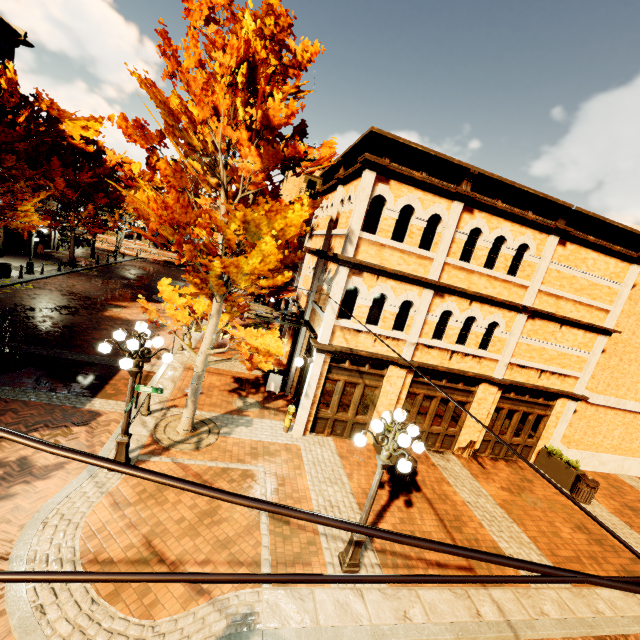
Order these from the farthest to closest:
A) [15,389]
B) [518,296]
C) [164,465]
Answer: [518,296]
[15,389]
[164,465]

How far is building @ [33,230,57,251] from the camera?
26.83m

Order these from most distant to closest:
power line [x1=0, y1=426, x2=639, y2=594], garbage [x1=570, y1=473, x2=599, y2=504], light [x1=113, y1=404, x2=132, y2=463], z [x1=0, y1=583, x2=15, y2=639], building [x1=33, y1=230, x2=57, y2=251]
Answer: building [x1=33, y1=230, x2=57, y2=251], garbage [x1=570, y1=473, x2=599, y2=504], light [x1=113, y1=404, x2=132, y2=463], z [x1=0, y1=583, x2=15, y2=639], power line [x1=0, y1=426, x2=639, y2=594]

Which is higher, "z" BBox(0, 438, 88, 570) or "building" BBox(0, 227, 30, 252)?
"building" BBox(0, 227, 30, 252)

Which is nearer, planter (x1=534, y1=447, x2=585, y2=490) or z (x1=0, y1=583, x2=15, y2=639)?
z (x1=0, y1=583, x2=15, y2=639)

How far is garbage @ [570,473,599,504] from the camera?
11.3 meters

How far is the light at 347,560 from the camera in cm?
655
